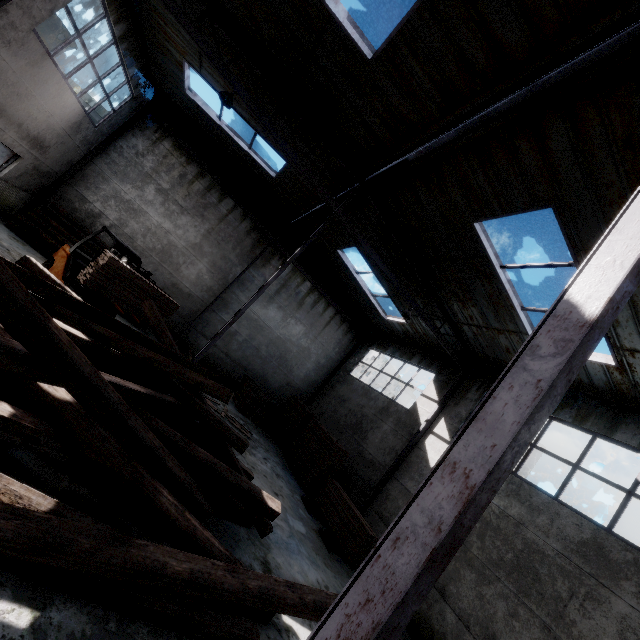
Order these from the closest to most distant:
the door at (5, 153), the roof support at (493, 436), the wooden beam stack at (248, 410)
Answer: the roof support at (493, 436) < the door at (5, 153) < the wooden beam stack at (248, 410)

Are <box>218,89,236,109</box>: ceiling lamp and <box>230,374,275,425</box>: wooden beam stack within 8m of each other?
no

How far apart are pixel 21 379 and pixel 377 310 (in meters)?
14.61

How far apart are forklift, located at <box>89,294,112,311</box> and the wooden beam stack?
6.4 meters

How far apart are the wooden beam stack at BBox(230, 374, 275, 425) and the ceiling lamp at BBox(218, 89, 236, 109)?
10.7m

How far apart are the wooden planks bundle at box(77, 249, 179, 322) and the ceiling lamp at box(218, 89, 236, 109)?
4.8 meters

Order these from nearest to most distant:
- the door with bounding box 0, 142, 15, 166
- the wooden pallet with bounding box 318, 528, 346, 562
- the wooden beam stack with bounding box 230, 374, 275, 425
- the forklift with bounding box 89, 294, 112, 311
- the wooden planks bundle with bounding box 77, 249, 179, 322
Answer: the wooden planks bundle with bounding box 77, 249, 179, 322 < the wooden pallet with bounding box 318, 528, 346, 562 < the forklift with bounding box 89, 294, 112, 311 < the door with bounding box 0, 142, 15, 166 < the wooden beam stack with bounding box 230, 374, 275, 425

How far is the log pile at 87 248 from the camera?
12.6 meters
